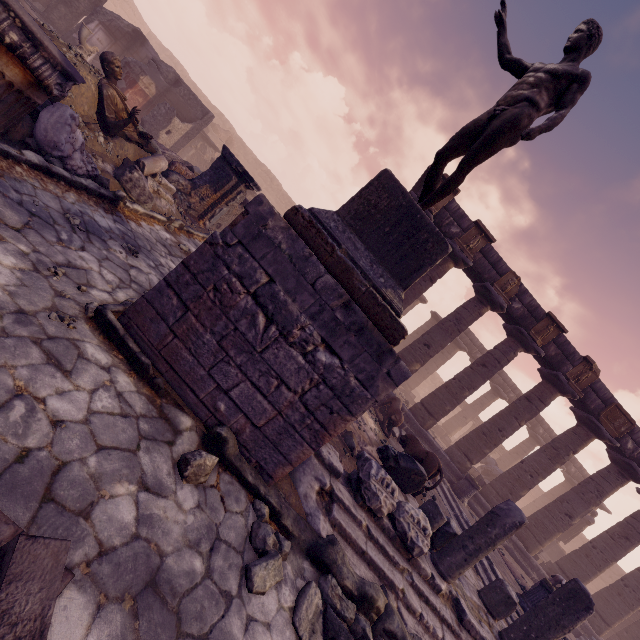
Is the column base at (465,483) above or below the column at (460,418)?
below

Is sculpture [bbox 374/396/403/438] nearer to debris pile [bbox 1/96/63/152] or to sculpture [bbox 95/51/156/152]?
debris pile [bbox 1/96/63/152]

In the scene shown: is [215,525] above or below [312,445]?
below

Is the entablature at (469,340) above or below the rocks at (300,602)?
above

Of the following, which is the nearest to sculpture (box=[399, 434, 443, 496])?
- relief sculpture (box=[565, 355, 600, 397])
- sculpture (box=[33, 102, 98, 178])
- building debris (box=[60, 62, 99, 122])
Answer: relief sculpture (box=[565, 355, 600, 397])

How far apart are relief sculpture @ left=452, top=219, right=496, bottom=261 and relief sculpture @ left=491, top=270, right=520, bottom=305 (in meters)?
1.18

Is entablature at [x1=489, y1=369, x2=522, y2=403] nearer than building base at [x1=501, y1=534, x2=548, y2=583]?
No

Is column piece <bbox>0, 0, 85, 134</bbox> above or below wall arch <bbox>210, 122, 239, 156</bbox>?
below
